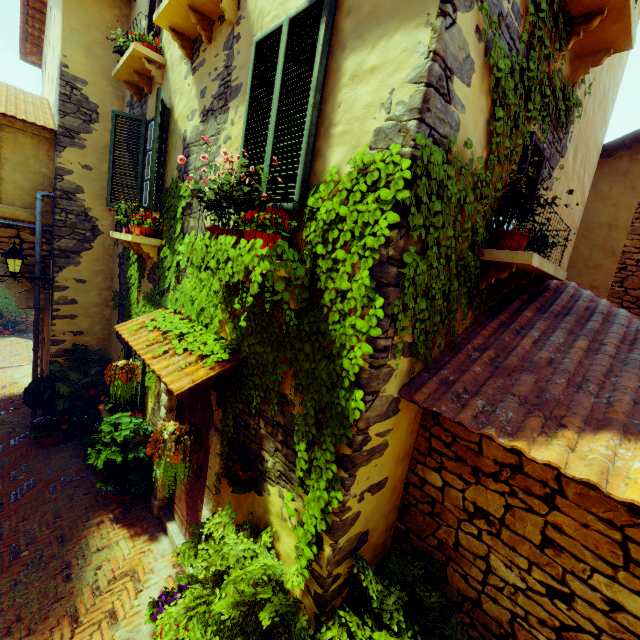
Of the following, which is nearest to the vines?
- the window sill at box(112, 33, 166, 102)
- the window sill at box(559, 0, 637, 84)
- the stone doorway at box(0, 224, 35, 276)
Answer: the window sill at box(559, 0, 637, 84)

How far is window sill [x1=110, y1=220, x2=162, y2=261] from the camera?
5.0 meters

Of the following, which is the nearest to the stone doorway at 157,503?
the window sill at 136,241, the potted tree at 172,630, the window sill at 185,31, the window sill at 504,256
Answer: the potted tree at 172,630

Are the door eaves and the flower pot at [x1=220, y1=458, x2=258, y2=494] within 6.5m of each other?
yes

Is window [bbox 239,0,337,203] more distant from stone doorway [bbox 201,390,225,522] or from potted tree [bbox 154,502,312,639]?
potted tree [bbox 154,502,312,639]

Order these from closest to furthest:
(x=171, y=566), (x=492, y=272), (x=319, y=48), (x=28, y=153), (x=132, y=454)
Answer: (x=319, y=48), (x=492, y=272), (x=171, y=566), (x=132, y=454), (x=28, y=153)

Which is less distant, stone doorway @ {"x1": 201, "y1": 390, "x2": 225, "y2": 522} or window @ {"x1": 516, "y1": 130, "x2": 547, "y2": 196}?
window @ {"x1": 516, "y1": 130, "x2": 547, "y2": 196}

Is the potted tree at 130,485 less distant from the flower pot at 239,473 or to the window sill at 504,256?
the flower pot at 239,473
